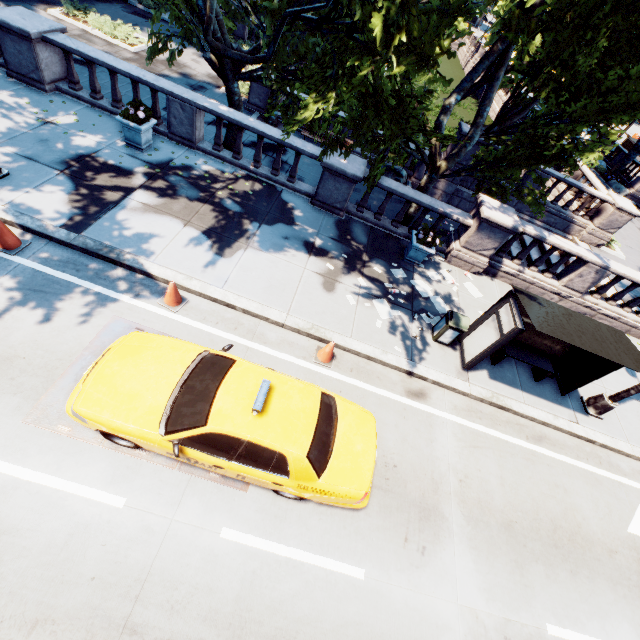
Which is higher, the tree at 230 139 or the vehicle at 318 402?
the vehicle at 318 402

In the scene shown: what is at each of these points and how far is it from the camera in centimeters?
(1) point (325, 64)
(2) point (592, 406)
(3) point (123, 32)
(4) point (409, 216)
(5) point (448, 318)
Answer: (1) tree, 706cm
(2) light, 940cm
(3) bush, 1848cm
(4) tree, 1263cm
(5) garbage can, 874cm

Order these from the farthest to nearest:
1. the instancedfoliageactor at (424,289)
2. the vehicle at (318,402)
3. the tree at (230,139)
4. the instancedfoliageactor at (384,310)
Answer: the tree at (230,139), the instancedfoliageactor at (424,289), the instancedfoliageactor at (384,310), the vehicle at (318,402)

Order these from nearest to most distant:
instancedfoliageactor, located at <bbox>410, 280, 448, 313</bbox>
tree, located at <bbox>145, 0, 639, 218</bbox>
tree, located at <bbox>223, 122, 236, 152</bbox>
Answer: tree, located at <bbox>145, 0, 639, 218</bbox>
instancedfoliageactor, located at <bbox>410, 280, 448, 313</bbox>
tree, located at <bbox>223, 122, 236, 152</bbox>

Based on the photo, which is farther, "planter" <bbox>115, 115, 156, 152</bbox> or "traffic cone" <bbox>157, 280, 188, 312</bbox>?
"planter" <bbox>115, 115, 156, 152</bbox>

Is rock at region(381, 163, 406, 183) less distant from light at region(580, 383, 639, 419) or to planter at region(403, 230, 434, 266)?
planter at region(403, 230, 434, 266)

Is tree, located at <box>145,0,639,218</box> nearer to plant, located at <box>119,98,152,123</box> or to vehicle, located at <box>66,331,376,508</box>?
plant, located at <box>119,98,152,123</box>

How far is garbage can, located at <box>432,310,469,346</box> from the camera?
8.6 meters
